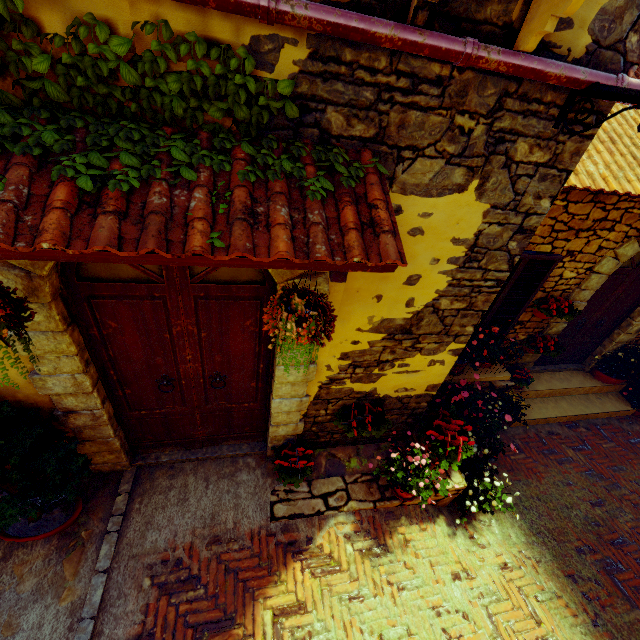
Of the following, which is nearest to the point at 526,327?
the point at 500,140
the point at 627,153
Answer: the point at 627,153

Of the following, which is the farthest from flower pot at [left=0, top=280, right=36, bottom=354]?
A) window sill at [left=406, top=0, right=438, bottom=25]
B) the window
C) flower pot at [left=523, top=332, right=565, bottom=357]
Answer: flower pot at [left=523, top=332, right=565, bottom=357]

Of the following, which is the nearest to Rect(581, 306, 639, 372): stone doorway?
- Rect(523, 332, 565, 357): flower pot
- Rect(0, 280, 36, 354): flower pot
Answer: Rect(523, 332, 565, 357): flower pot

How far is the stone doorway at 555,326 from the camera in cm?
523

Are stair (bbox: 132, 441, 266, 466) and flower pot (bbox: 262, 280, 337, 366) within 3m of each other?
yes

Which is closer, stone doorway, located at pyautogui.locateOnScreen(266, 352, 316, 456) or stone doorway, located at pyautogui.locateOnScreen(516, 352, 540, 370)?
stone doorway, located at pyautogui.locateOnScreen(266, 352, 316, 456)

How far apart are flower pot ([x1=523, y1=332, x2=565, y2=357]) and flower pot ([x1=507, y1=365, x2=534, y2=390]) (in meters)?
0.42

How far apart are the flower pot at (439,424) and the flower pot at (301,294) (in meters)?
2.38
